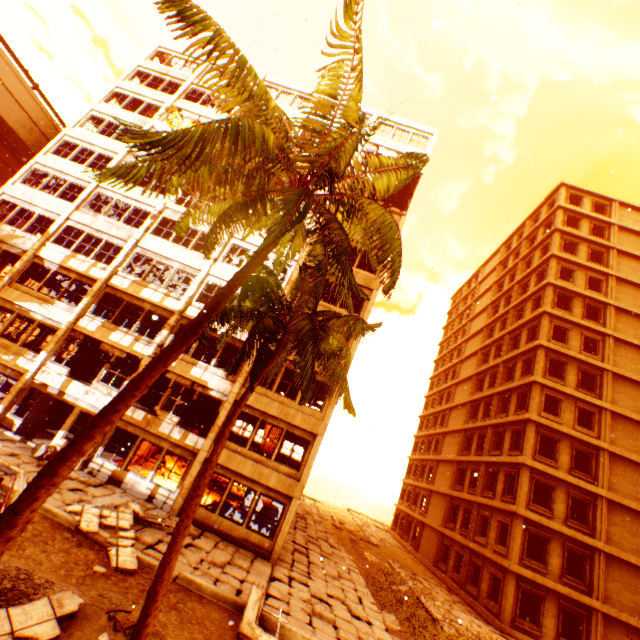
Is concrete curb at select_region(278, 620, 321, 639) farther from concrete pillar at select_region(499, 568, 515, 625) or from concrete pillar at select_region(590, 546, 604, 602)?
concrete pillar at select_region(590, 546, 604, 602)

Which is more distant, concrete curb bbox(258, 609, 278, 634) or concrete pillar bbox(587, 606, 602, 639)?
concrete pillar bbox(587, 606, 602, 639)

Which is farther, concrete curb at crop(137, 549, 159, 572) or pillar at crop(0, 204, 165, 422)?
pillar at crop(0, 204, 165, 422)

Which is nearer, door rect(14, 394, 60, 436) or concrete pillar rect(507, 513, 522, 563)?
door rect(14, 394, 60, 436)

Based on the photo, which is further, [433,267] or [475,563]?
[475,563]

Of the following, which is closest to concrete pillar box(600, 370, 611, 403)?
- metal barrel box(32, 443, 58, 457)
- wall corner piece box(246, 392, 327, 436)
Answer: wall corner piece box(246, 392, 327, 436)

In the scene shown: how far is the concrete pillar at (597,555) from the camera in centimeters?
1883cm

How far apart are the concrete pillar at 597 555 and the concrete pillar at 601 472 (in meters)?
3.47
